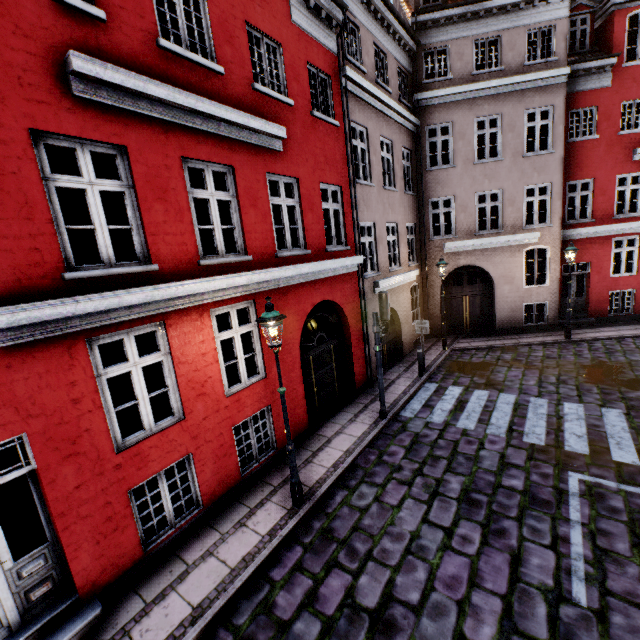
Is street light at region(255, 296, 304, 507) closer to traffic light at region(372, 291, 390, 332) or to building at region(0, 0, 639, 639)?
building at region(0, 0, 639, 639)

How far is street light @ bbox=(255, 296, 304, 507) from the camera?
5.27m

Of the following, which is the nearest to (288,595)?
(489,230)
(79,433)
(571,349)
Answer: (79,433)

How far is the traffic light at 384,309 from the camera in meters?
8.0

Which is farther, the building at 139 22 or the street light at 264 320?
the street light at 264 320

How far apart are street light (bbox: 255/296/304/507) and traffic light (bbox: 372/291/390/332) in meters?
3.3 m

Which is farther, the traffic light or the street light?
the traffic light

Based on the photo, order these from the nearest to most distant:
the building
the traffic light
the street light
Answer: the building, the street light, the traffic light
